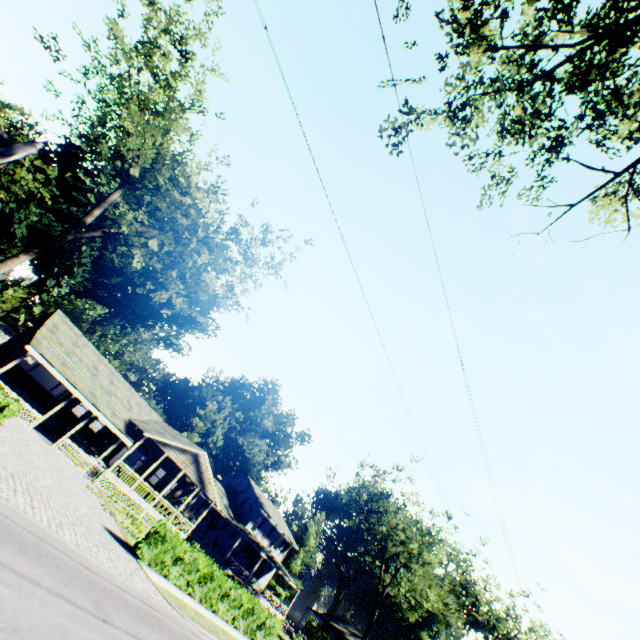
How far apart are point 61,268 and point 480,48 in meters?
53.9

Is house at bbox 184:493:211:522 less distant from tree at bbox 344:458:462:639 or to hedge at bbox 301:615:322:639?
tree at bbox 344:458:462:639

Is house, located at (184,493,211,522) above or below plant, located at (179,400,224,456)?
below

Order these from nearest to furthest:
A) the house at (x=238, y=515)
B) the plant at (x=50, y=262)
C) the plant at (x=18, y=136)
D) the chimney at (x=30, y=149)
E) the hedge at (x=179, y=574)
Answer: the hedge at (x=179, y=574) → the chimney at (x=30, y=149) → the plant at (x=18, y=136) → the house at (x=238, y=515) → the plant at (x=50, y=262)

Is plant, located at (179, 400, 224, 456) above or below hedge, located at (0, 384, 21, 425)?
above

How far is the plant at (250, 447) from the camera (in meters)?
56.85

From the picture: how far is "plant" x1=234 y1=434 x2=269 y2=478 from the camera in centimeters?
5685cm

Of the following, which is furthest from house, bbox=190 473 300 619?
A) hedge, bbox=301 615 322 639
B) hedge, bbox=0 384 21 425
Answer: hedge, bbox=0 384 21 425
